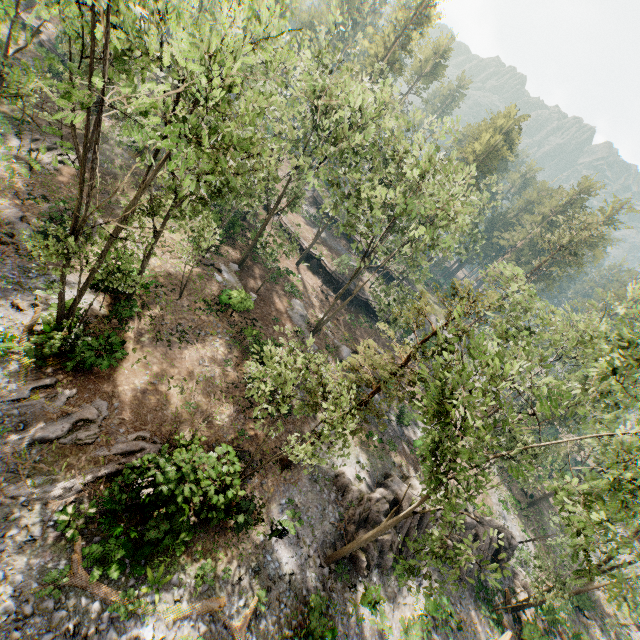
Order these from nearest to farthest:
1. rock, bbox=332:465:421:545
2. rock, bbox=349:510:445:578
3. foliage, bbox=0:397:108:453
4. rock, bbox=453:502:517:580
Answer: foliage, bbox=0:397:108:453 < rock, bbox=349:510:445:578 < rock, bbox=332:465:421:545 < rock, bbox=453:502:517:580

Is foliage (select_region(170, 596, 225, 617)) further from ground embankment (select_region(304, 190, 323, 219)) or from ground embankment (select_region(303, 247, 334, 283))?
ground embankment (select_region(304, 190, 323, 219))

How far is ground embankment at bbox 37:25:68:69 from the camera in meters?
34.5

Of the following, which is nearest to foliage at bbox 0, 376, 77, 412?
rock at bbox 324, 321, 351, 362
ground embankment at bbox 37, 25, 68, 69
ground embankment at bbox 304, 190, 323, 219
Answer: ground embankment at bbox 37, 25, 68, 69

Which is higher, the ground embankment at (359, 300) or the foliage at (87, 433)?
the ground embankment at (359, 300)

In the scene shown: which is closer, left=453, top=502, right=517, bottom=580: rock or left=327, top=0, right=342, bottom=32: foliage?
left=327, top=0, right=342, bottom=32: foliage

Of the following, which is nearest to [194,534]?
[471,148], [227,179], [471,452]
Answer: [471,452]
